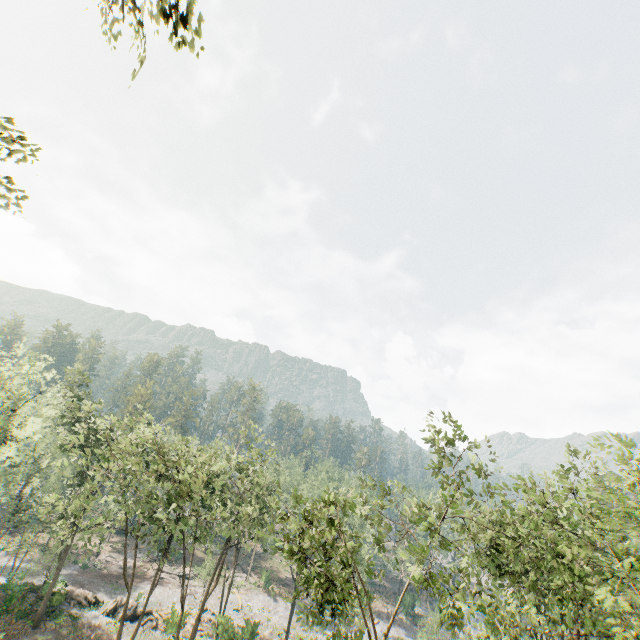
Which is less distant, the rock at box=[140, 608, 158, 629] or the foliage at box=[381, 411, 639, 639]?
the foliage at box=[381, 411, 639, 639]

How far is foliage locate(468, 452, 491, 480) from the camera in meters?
16.5 m

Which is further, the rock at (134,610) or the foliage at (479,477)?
the rock at (134,610)

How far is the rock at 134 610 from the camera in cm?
3391

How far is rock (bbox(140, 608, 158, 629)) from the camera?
33.8m

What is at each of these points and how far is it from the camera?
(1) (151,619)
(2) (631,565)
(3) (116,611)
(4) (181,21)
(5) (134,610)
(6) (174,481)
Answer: (1) rock, 34.6 meters
(2) foliage, 12.0 meters
(3) rock, 34.2 meters
(4) foliage, 6.4 meters
(5) rock, 34.8 meters
(6) foliage, 27.8 meters

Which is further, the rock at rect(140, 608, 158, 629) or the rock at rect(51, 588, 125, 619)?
the rock at rect(140, 608, 158, 629)

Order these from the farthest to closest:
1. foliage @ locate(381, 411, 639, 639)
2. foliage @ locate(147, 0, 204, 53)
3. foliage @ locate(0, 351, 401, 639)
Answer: foliage @ locate(0, 351, 401, 639), foliage @ locate(381, 411, 639, 639), foliage @ locate(147, 0, 204, 53)
